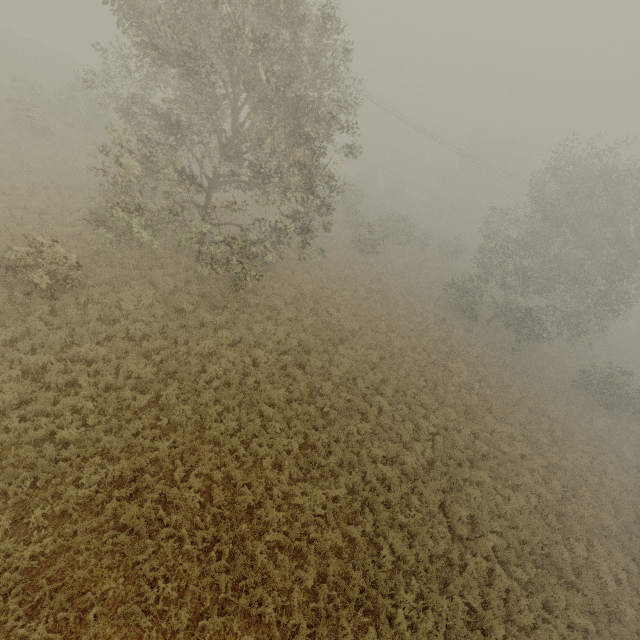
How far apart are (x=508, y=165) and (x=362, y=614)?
64.6 meters
